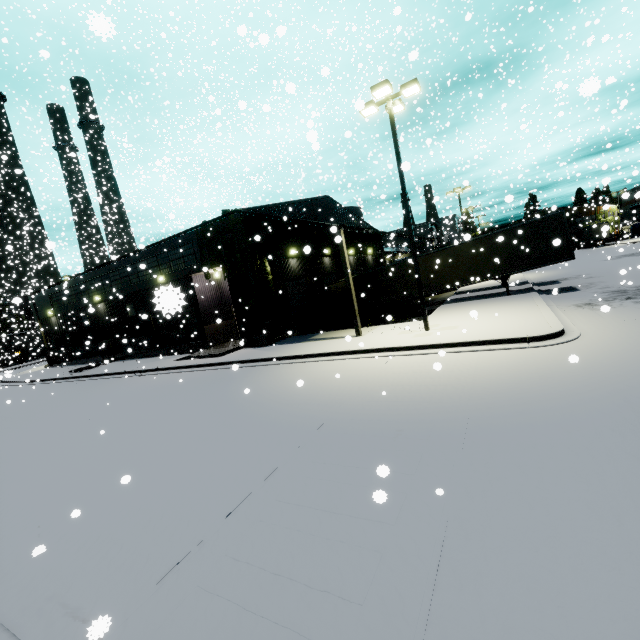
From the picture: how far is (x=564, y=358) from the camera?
8.3 meters

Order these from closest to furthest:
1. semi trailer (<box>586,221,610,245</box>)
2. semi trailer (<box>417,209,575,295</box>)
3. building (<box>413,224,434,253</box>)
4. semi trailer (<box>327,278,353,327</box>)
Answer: semi trailer (<box>586,221,610,245</box>) → semi trailer (<box>417,209,575,295</box>) → semi trailer (<box>327,278,353,327</box>) → building (<box>413,224,434,253</box>)

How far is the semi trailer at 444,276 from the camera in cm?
1773

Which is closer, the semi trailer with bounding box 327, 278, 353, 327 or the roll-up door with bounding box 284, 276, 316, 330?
the roll-up door with bounding box 284, 276, 316, 330

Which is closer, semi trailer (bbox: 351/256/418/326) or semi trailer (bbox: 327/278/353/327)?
semi trailer (bbox: 351/256/418/326)

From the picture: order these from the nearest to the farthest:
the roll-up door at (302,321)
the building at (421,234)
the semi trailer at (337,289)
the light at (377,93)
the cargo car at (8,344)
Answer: the light at (377,93) → the roll-up door at (302,321) → the semi trailer at (337,289) → the building at (421,234) → the cargo car at (8,344)

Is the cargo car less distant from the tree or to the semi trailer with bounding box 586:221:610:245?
the semi trailer with bounding box 586:221:610:245

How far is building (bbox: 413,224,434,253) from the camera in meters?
31.9 m
